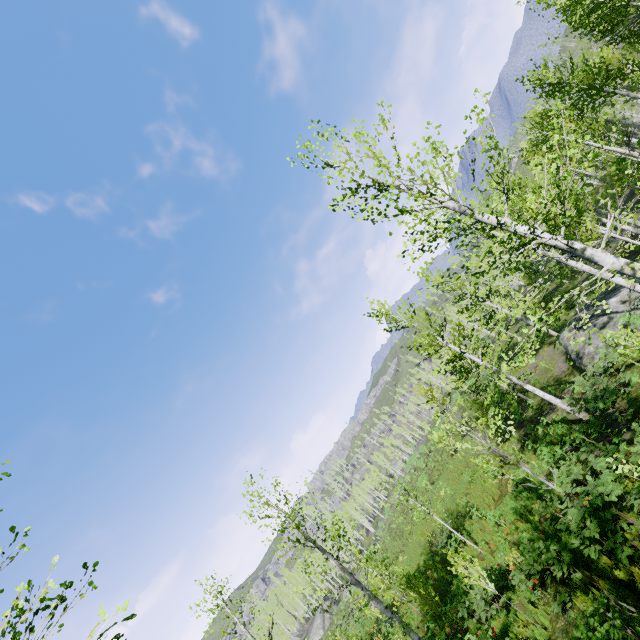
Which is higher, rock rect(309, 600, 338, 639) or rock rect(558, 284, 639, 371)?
rock rect(309, 600, 338, 639)

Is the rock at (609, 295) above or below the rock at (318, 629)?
below

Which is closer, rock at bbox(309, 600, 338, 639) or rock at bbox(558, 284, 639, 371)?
rock at bbox(558, 284, 639, 371)

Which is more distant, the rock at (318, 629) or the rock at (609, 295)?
the rock at (318, 629)

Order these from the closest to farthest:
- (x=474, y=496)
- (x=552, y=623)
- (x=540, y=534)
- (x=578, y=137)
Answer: (x=552, y=623)
(x=540, y=534)
(x=474, y=496)
(x=578, y=137)
